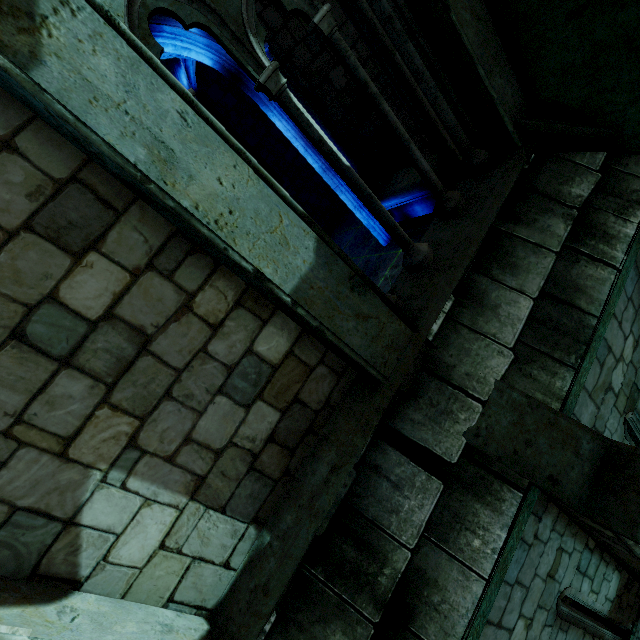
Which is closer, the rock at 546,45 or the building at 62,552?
the building at 62,552

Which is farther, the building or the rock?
the rock

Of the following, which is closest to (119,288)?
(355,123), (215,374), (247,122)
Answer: (215,374)
